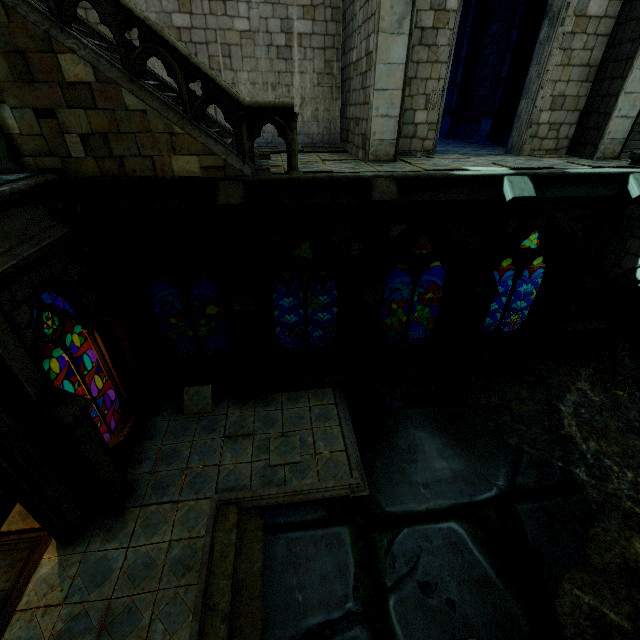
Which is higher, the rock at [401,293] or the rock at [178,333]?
the rock at [178,333]

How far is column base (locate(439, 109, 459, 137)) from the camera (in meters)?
15.24

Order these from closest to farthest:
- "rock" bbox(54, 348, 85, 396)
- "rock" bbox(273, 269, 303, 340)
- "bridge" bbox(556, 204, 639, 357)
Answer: "bridge" bbox(556, 204, 639, 357)
"rock" bbox(54, 348, 85, 396)
"rock" bbox(273, 269, 303, 340)

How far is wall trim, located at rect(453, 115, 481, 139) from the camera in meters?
14.0

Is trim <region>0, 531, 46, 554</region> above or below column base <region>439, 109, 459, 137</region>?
below

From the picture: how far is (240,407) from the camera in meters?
9.5

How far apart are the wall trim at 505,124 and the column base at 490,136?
0.01m

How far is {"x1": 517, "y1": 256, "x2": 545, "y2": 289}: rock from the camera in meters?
14.9
